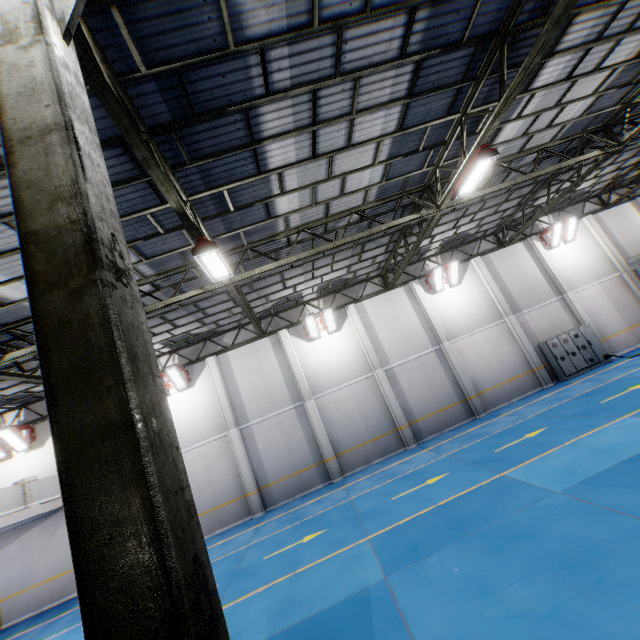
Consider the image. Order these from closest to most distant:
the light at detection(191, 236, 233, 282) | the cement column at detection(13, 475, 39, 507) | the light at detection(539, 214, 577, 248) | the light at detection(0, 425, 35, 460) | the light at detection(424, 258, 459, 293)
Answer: the light at detection(191, 236, 233, 282) < the cement column at detection(13, 475, 39, 507) < the light at detection(0, 425, 35, 460) < the light at detection(424, 258, 459, 293) < the light at detection(539, 214, 577, 248)

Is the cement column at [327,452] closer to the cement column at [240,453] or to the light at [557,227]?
the cement column at [240,453]

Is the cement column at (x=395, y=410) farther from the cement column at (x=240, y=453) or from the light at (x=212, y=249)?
the light at (x=212, y=249)

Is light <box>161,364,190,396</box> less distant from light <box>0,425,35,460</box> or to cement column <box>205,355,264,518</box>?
cement column <box>205,355,264,518</box>

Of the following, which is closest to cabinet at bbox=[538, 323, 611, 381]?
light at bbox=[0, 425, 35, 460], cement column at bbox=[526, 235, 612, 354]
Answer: cement column at bbox=[526, 235, 612, 354]

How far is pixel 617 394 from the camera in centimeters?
1130cm

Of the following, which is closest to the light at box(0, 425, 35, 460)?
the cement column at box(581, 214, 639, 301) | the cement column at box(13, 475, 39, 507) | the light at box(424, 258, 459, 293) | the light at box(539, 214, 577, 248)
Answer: the cement column at box(13, 475, 39, 507)

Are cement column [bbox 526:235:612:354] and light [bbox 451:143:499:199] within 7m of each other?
no
